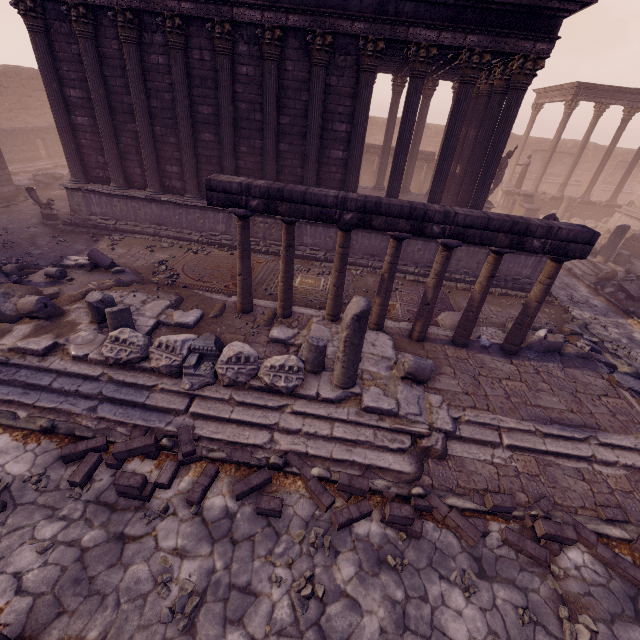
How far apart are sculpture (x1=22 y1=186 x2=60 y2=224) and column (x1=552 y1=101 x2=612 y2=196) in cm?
2942

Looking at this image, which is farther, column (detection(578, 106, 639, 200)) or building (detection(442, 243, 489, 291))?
column (detection(578, 106, 639, 200))

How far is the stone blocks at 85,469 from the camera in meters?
4.6 m

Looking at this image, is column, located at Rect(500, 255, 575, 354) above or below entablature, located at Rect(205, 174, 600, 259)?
below

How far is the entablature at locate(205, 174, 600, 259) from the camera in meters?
6.1 m

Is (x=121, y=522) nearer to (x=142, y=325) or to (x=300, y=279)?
(x=142, y=325)

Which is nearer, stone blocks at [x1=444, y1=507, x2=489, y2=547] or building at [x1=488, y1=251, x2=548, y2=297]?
stone blocks at [x1=444, y1=507, x2=489, y2=547]

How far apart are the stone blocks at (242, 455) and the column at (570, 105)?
26.7 meters
